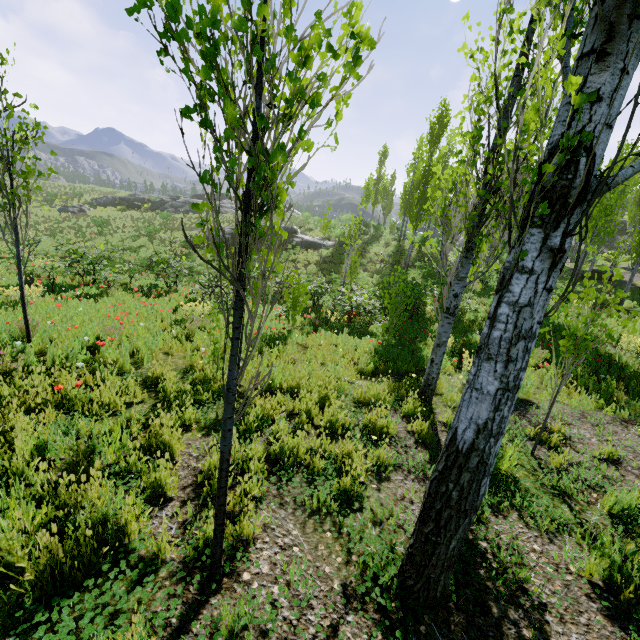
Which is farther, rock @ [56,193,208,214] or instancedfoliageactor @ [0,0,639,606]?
rock @ [56,193,208,214]

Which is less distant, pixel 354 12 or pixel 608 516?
pixel 354 12

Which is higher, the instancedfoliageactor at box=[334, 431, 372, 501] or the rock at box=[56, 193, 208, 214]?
the rock at box=[56, 193, 208, 214]

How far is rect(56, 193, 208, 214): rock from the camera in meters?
36.6 m

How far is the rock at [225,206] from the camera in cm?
4247

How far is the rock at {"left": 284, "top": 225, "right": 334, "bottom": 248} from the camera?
28.2 meters

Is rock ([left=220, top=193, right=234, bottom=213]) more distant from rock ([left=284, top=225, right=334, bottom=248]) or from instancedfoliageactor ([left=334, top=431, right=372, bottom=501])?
rock ([left=284, top=225, right=334, bottom=248])

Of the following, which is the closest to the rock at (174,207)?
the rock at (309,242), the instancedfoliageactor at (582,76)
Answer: the instancedfoliageactor at (582,76)
